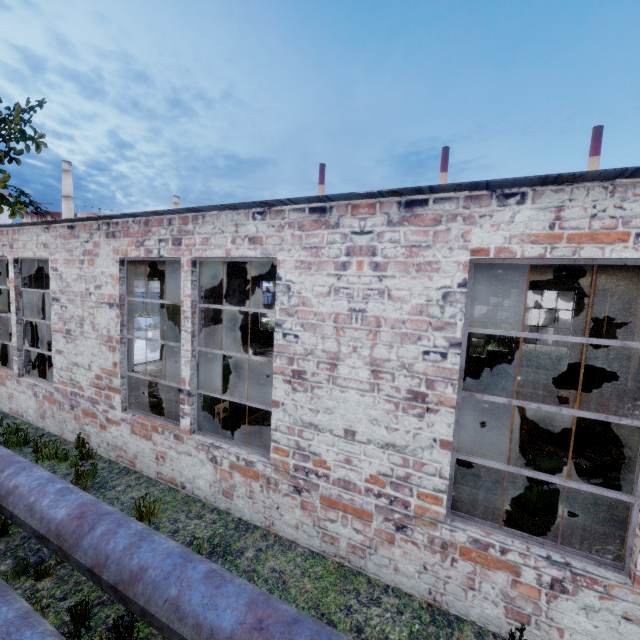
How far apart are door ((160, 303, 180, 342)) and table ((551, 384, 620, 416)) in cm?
1584

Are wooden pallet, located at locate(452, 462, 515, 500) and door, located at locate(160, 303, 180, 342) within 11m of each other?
no

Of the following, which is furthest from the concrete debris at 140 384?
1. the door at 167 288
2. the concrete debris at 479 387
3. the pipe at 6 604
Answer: the concrete debris at 479 387

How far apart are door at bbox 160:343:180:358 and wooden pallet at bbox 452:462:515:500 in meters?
13.1 m

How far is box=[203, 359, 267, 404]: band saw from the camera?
6.5 meters

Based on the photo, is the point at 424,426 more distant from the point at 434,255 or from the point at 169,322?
the point at 169,322

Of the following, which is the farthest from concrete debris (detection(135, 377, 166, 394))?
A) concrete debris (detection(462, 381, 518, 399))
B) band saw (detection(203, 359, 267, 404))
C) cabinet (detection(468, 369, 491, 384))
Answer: cabinet (detection(468, 369, 491, 384))

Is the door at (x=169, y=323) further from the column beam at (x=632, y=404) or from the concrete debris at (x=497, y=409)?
the column beam at (x=632, y=404)
